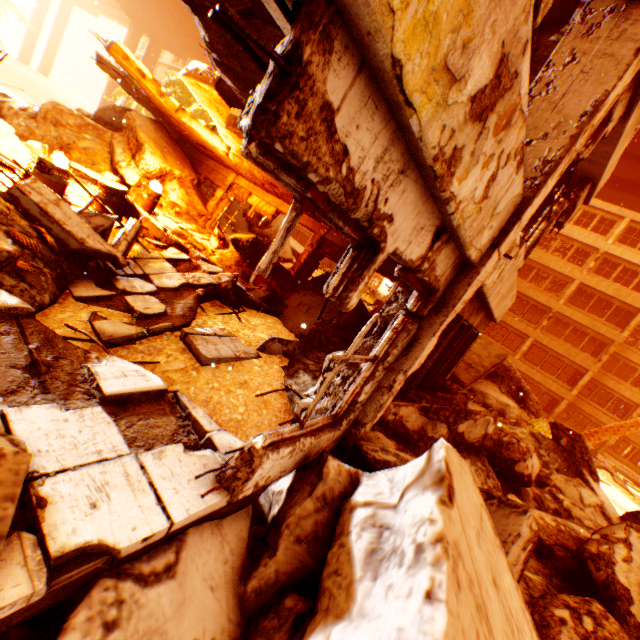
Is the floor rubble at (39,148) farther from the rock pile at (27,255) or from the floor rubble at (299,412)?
the floor rubble at (299,412)

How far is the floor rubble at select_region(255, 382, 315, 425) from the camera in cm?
398

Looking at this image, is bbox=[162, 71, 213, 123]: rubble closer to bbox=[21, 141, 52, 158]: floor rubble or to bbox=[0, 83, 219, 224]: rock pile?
bbox=[21, 141, 52, 158]: floor rubble

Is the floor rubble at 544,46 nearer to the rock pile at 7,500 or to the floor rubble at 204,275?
the rock pile at 7,500

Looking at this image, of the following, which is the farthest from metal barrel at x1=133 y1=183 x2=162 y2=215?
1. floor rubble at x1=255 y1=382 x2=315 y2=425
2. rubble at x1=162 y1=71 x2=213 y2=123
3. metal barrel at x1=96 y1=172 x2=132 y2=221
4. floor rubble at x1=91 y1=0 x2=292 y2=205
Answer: rubble at x1=162 y1=71 x2=213 y2=123

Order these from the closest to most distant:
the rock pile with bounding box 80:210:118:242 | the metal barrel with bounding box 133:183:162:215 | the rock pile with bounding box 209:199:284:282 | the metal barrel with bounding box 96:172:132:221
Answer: the rock pile with bounding box 80:210:118:242 → the metal barrel with bounding box 96:172:132:221 → the rock pile with bounding box 209:199:284:282 → the metal barrel with bounding box 133:183:162:215

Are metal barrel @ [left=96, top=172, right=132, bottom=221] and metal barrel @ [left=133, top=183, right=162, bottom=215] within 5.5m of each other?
yes

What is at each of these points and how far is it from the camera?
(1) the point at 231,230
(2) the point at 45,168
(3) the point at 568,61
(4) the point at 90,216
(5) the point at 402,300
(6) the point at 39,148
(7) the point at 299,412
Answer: (1) rock pile, 14.0m
(2) metal barrel, 6.2m
(3) pillar, 2.7m
(4) rock pile, 5.0m
(5) pillar, 3.2m
(6) floor rubble, 7.3m
(7) floor rubble, 4.0m
